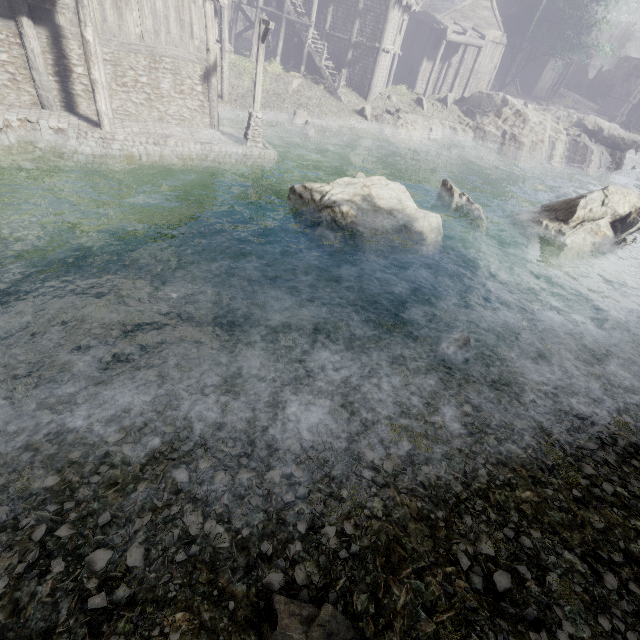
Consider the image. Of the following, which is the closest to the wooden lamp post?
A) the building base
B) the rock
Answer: the building base

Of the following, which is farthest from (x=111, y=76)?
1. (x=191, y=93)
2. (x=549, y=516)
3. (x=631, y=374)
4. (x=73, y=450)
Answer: (x=631, y=374)

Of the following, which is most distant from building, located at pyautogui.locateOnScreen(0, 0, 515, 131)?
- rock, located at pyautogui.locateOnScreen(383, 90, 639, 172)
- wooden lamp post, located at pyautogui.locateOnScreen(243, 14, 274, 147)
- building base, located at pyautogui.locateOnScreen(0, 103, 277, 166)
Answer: wooden lamp post, located at pyautogui.locateOnScreen(243, 14, 274, 147)

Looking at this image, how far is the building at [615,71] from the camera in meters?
41.8

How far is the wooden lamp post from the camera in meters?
13.6

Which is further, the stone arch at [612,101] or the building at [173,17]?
the stone arch at [612,101]

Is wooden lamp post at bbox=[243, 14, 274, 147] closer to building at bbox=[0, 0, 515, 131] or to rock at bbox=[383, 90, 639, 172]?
building at bbox=[0, 0, 515, 131]

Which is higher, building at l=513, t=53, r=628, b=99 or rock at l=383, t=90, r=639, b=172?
building at l=513, t=53, r=628, b=99
